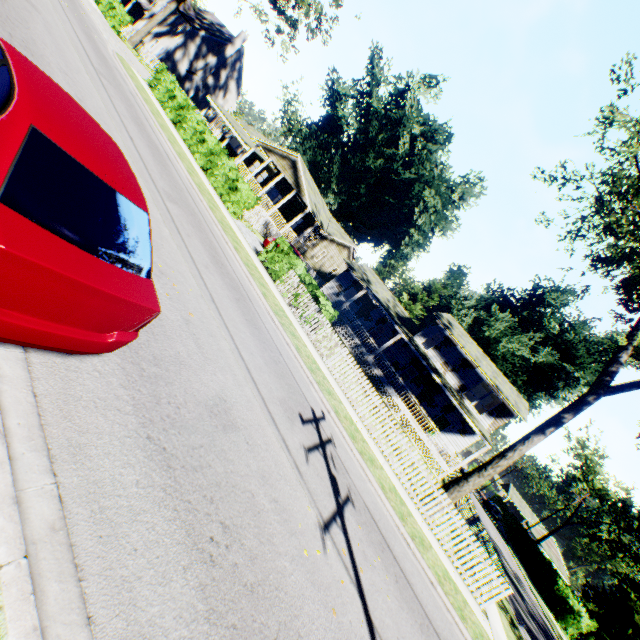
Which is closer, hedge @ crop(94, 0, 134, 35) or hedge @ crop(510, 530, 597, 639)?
hedge @ crop(94, 0, 134, 35)

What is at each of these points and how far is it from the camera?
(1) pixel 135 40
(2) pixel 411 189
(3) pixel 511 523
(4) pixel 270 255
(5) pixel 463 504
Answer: (1) tree, 32.3 meters
(2) plant, 57.8 meters
(3) hedge, 50.7 meters
(4) hedge, 16.6 meters
(5) fence, 20.0 meters

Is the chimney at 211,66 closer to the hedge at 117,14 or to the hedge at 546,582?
the hedge at 117,14

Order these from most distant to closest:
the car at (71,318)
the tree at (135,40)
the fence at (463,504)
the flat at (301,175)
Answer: the tree at (135,40)
the flat at (301,175)
the fence at (463,504)
the car at (71,318)

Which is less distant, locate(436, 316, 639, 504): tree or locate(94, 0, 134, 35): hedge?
locate(436, 316, 639, 504): tree

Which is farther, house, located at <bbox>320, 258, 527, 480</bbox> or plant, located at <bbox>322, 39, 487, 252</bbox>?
plant, located at <bbox>322, 39, 487, 252</bbox>

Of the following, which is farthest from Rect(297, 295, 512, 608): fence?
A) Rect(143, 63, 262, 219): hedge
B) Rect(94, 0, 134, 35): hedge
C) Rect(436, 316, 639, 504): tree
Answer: Rect(94, 0, 134, 35): hedge

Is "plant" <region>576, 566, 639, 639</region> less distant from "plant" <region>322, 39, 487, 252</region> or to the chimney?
"plant" <region>322, 39, 487, 252</region>
